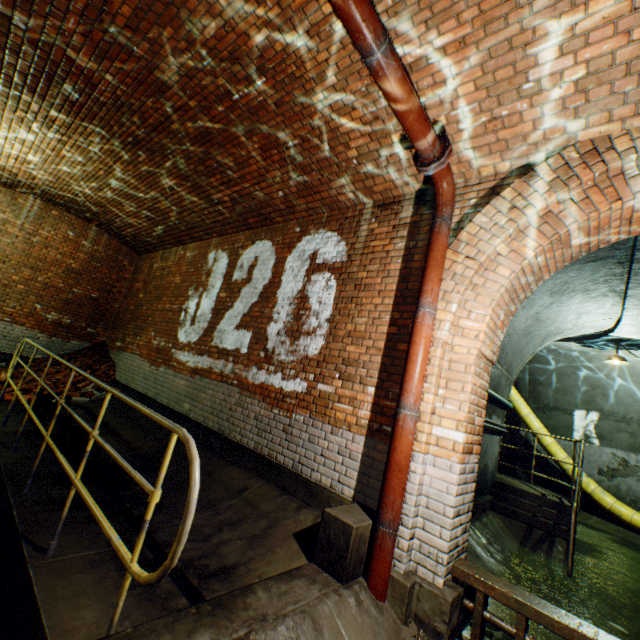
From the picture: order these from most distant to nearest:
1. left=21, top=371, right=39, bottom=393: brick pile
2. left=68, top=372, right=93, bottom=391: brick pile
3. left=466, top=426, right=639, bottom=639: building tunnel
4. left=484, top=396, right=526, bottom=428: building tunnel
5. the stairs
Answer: left=68, top=372, right=93, bottom=391: brick pile → left=21, top=371, right=39, bottom=393: brick pile → left=484, top=396, right=526, bottom=428: building tunnel → the stairs → left=466, top=426, right=639, bottom=639: building tunnel

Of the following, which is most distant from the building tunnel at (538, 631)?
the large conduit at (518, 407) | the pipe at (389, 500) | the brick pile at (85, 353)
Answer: the brick pile at (85, 353)

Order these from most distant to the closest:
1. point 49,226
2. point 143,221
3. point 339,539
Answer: point 49,226
point 143,221
point 339,539

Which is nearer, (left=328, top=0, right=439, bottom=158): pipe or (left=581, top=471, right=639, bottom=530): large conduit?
(left=328, top=0, right=439, bottom=158): pipe

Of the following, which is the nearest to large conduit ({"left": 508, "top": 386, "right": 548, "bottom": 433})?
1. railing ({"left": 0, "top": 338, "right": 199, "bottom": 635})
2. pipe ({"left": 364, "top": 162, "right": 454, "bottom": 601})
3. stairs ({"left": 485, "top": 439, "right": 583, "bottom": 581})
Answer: stairs ({"left": 485, "top": 439, "right": 583, "bottom": 581})

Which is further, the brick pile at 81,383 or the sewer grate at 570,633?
the brick pile at 81,383

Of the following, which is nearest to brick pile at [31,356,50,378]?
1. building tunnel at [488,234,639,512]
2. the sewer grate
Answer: building tunnel at [488,234,639,512]

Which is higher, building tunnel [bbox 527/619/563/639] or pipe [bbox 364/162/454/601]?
pipe [bbox 364/162/454/601]
